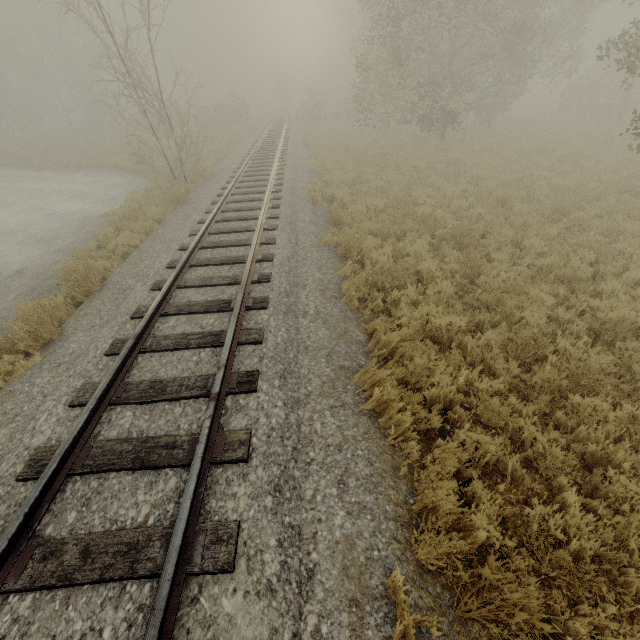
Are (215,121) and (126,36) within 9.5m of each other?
no

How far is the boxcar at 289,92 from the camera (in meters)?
53.62

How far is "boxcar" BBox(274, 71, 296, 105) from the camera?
53.6m
